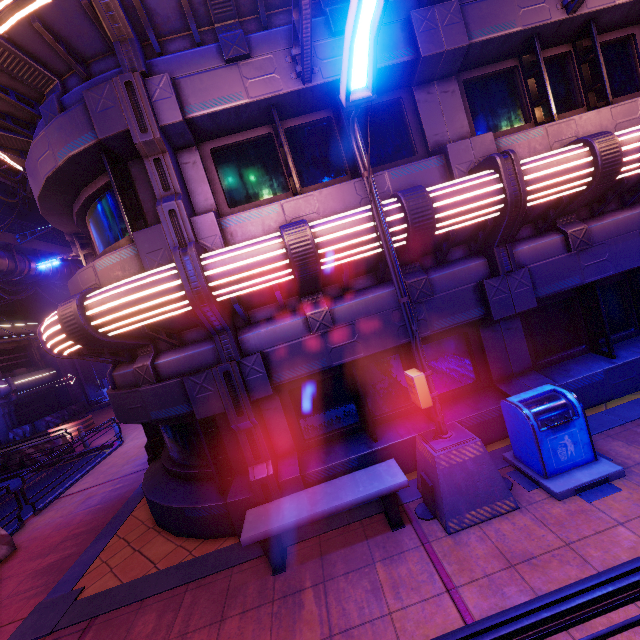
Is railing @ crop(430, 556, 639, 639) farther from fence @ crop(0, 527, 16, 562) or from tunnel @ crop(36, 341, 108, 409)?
tunnel @ crop(36, 341, 108, 409)

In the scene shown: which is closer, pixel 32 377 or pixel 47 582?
pixel 47 582

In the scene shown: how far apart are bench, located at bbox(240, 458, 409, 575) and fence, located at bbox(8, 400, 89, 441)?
28.76m

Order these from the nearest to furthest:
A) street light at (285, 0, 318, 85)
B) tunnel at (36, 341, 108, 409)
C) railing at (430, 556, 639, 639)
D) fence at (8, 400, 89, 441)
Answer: railing at (430, 556, 639, 639) → street light at (285, 0, 318, 85) → fence at (8, 400, 89, 441) → tunnel at (36, 341, 108, 409)

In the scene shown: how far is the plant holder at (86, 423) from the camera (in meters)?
18.83

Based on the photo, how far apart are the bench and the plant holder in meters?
19.2 m

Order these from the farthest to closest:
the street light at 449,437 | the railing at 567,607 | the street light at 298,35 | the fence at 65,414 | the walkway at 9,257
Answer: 1. the fence at 65,414
2. the walkway at 9,257
3. the street light at 298,35
4. the street light at 449,437
5. the railing at 567,607

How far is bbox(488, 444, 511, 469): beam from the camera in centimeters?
531cm
